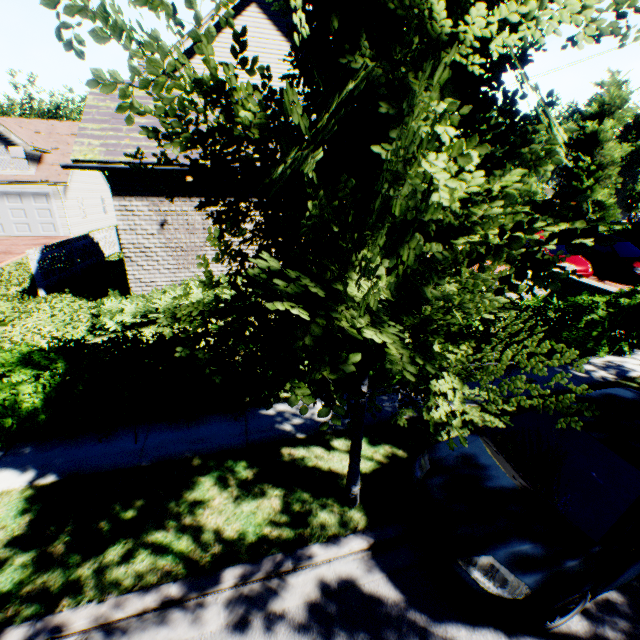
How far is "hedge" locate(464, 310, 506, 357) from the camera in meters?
7.3

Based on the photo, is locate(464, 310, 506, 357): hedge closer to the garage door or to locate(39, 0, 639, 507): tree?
locate(39, 0, 639, 507): tree

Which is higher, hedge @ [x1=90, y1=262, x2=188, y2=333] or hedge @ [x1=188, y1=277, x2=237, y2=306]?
hedge @ [x1=188, y1=277, x2=237, y2=306]

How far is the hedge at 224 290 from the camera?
8.5 meters

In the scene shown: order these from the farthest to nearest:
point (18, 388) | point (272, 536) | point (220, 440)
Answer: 1. point (220, 440)
2. point (18, 388)
3. point (272, 536)

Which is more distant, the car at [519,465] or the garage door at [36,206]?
the garage door at [36,206]

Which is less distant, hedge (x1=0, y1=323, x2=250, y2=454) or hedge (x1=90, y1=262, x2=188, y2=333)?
hedge (x1=0, y1=323, x2=250, y2=454)
